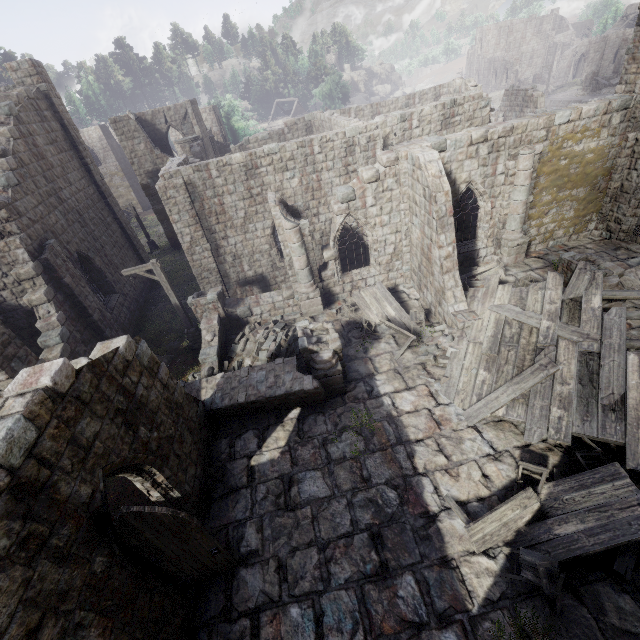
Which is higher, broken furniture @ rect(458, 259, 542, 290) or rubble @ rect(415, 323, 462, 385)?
broken furniture @ rect(458, 259, 542, 290)

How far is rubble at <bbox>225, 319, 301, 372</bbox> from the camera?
13.1 meters

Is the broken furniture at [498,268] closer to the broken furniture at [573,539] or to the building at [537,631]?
the building at [537,631]

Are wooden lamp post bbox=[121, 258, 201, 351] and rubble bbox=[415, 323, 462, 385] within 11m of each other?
yes

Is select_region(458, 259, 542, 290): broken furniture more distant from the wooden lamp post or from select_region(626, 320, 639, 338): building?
the wooden lamp post

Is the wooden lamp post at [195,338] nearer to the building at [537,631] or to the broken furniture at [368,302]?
the building at [537,631]

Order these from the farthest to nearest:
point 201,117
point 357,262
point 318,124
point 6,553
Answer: point 201,117
point 318,124
point 357,262
point 6,553

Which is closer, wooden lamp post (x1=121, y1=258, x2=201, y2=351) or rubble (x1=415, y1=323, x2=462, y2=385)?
rubble (x1=415, y1=323, x2=462, y2=385)
